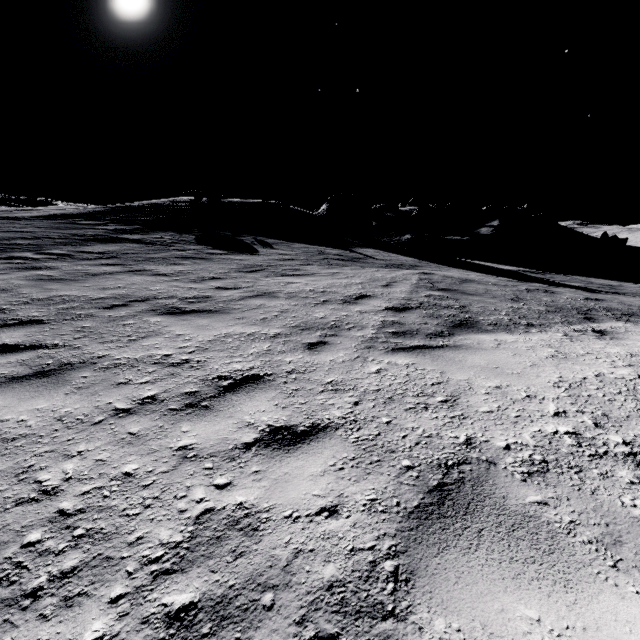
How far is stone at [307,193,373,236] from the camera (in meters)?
25.52

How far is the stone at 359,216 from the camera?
25.5m

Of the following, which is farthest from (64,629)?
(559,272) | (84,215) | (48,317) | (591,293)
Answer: (559,272)
